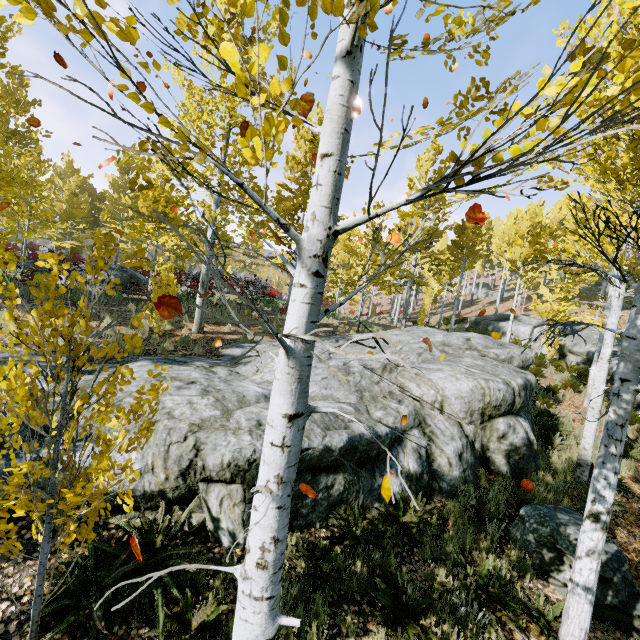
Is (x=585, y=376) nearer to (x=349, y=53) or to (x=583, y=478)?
(x=583, y=478)

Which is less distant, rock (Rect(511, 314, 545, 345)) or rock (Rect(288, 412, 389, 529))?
rock (Rect(288, 412, 389, 529))

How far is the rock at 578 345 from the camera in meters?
15.8 m

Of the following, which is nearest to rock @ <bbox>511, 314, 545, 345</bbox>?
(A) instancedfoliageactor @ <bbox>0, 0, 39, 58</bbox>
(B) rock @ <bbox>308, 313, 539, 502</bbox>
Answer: (A) instancedfoliageactor @ <bbox>0, 0, 39, 58</bbox>

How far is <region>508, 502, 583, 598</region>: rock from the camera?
5.2m

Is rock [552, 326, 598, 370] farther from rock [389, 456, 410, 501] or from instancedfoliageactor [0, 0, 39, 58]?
rock [389, 456, 410, 501]

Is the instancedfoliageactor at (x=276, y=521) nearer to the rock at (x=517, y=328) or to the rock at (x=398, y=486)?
the rock at (x=398, y=486)
